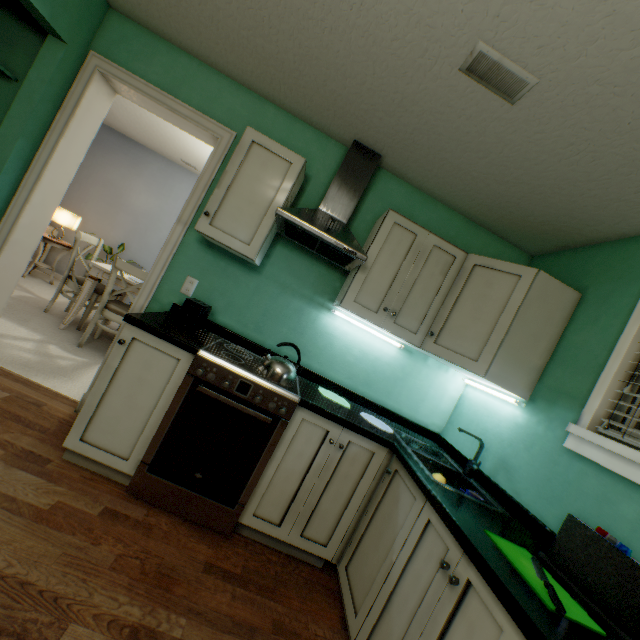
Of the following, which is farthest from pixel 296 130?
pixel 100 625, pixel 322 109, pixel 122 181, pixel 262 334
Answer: pixel 122 181

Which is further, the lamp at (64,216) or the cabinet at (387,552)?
Result: the lamp at (64,216)

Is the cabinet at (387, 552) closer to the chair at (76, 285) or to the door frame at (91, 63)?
the door frame at (91, 63)

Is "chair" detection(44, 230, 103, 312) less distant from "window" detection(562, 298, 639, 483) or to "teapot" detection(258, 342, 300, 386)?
"teapot" detection(258, 342, 300, 386)

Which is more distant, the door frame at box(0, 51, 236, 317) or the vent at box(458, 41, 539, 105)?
the door frame at box(0, 51, 236, 317)

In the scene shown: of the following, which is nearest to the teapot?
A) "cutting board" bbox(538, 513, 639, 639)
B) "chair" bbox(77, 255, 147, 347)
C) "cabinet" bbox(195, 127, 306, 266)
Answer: "cabinet" bbox(195, 127, 306, 266)

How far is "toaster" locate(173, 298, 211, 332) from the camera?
1.9 meters

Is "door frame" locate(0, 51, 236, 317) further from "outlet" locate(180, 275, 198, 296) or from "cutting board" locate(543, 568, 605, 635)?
"cutting board" locate(543, 568, 605, 635)
